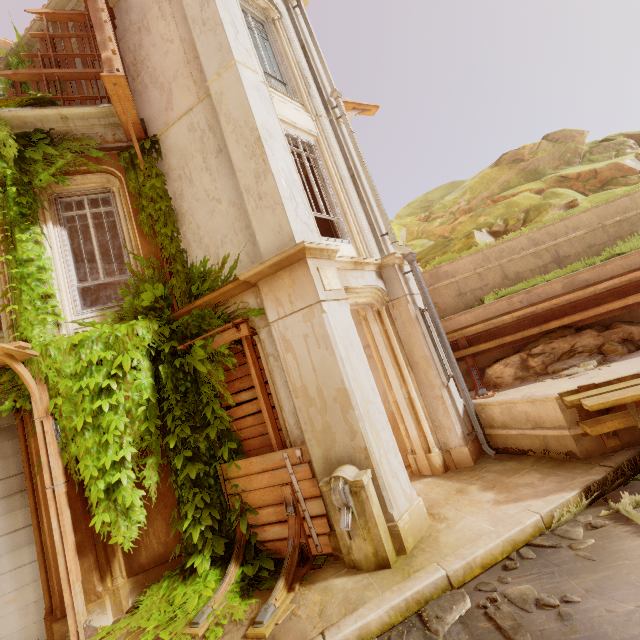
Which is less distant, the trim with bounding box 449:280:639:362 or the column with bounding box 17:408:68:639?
the column with bounding box 17:408:68:639

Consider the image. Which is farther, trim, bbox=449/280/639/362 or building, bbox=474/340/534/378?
building, bbox=474/340/534/378

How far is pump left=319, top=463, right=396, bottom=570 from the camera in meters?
4.1

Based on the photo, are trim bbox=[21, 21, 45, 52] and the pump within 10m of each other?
no

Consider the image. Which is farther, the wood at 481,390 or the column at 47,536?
the wood at 481,390

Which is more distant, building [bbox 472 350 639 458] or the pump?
building [bbox 472 350 639 458]

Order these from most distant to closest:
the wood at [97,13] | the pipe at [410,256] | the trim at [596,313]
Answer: the trim at [596,313] < the pipe at [410,256] < the wood at [97,13]

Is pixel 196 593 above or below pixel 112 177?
below
